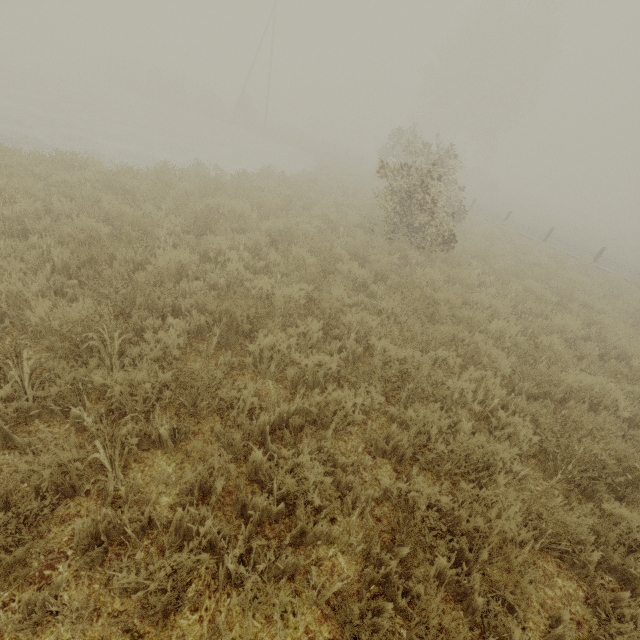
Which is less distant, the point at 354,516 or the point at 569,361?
the point at 354,516

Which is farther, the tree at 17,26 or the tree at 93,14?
the tree at 93,14

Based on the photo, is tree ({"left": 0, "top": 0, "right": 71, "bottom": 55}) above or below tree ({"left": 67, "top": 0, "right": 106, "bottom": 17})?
below

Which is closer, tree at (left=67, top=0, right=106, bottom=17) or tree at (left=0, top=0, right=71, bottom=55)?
tree at (left=0, top=0, right=71, bottom=55)

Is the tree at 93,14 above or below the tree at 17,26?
above
